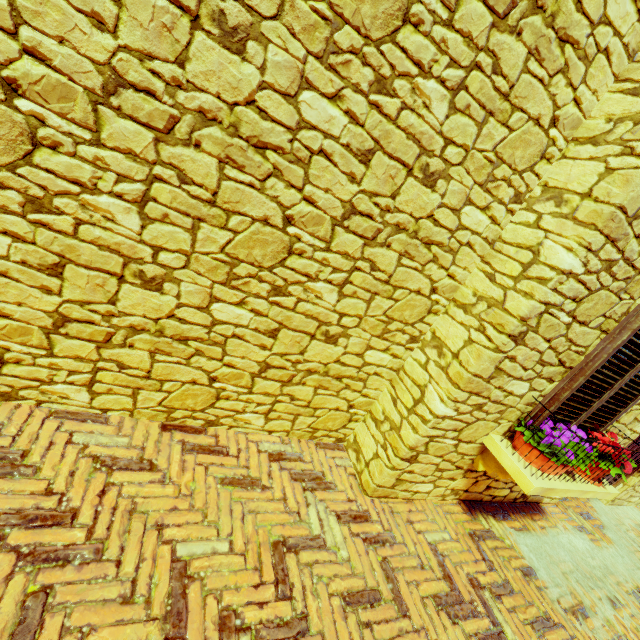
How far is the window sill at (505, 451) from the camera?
2.4m

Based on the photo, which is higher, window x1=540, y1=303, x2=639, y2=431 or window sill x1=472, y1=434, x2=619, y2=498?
window x1=540, y1=303, x2=639, y2=431

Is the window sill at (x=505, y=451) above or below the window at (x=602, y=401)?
below

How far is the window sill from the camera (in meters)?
2.42

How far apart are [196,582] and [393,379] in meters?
1.9 m
